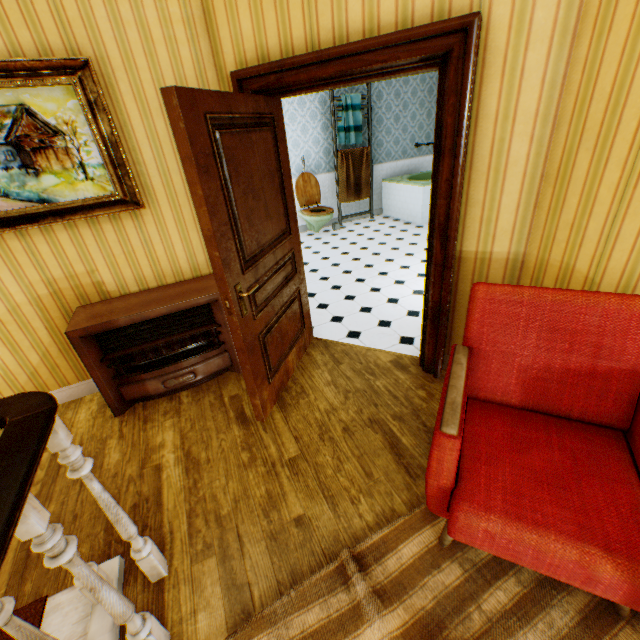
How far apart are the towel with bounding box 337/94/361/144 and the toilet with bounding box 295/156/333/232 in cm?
83

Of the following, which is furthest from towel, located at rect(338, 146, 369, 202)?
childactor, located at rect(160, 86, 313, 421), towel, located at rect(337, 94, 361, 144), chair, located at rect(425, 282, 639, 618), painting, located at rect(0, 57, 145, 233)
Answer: chair, located at rect(425, 282, 639, 618)

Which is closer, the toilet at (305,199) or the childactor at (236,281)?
the childactor at (236,281)

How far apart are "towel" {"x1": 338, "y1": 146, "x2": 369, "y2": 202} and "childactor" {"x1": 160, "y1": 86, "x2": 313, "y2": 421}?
4.7 meters

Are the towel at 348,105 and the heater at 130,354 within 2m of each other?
no

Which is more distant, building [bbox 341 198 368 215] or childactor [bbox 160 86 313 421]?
Answer: building [bbox 341 198 368 215]

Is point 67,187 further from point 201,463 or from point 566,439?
point 566,439

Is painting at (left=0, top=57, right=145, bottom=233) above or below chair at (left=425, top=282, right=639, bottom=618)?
above
